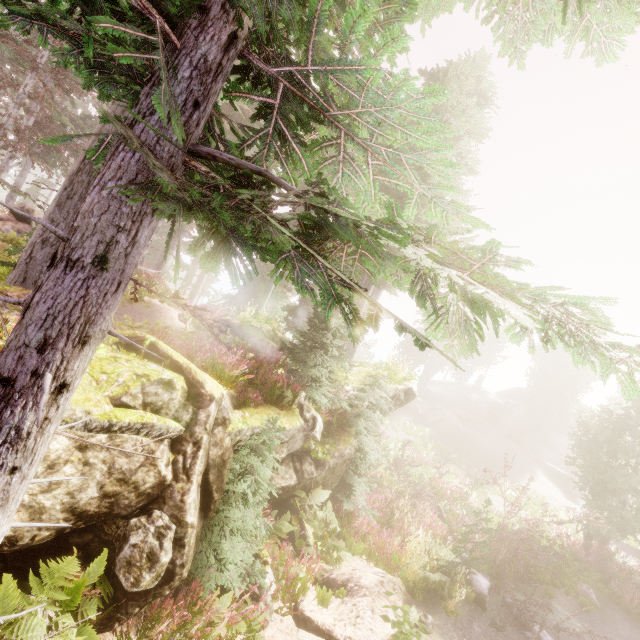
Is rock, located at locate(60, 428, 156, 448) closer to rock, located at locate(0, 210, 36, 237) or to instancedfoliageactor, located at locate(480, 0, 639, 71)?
instancedfoliageactor, located at locate(480, 0, 639, 71)

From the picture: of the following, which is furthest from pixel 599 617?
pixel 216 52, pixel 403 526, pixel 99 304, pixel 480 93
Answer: pixel 480 93

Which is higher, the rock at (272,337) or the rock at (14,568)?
the rock at (272,337)

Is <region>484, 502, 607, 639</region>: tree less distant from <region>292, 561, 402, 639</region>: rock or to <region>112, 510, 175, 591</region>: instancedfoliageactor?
<region>112, 510, 175, 591</region>: instancedfoliageactor

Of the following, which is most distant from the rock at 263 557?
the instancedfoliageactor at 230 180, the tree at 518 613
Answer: the tree at 518 613

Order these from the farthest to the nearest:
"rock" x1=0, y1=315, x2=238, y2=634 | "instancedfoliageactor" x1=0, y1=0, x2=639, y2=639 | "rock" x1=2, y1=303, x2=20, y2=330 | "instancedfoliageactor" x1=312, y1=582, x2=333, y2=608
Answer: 1. "instancedfoliageactor" x1=312, y1=582, x2=333, y2=608
2. "rock" x1=2, y1=303, x2=20, y2=330
3. "rock" x1=0, y1=315, x2=238, y2=634
4. "instancedfoliageactor" x1=0, y1=0, x2=639, y2=639

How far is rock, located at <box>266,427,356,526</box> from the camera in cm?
811

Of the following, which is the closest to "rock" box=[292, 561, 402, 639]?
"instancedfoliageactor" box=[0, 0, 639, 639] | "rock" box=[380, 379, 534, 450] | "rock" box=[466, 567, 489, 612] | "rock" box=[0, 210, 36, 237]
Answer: "instancedfoliageactor" box=[0, 0, 639, 639]
